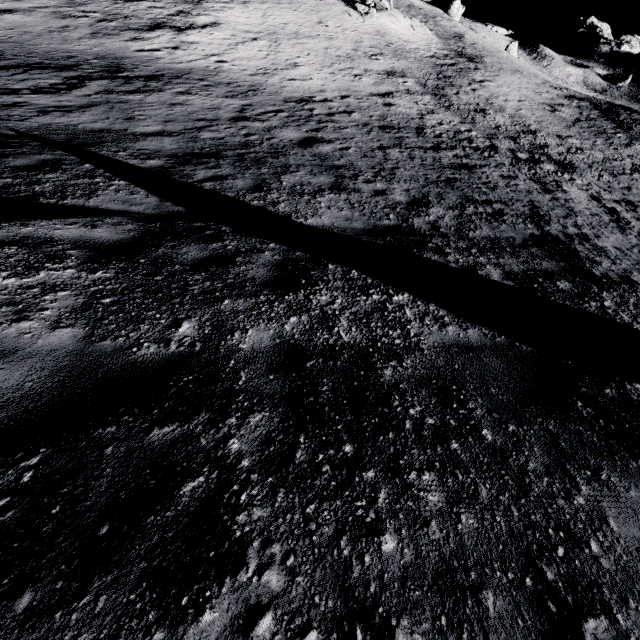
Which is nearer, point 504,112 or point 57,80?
point 57,80
